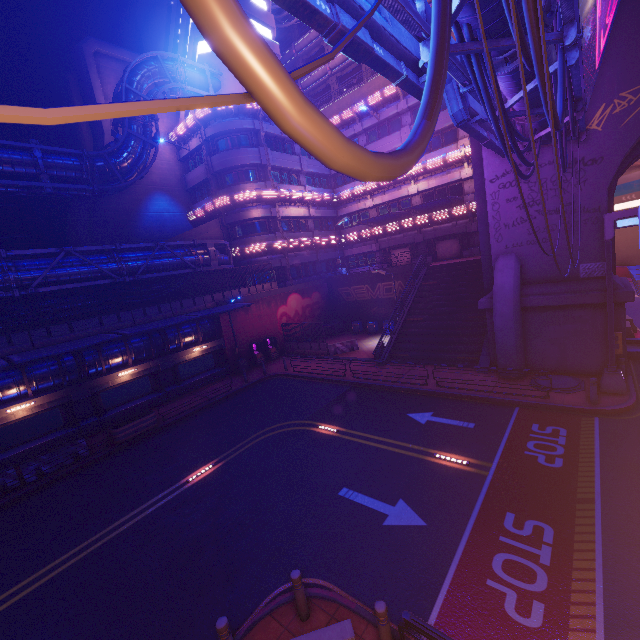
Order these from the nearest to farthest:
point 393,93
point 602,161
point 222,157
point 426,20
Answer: point 426,20 < point 602,161 < point 222,157 < point 393,93

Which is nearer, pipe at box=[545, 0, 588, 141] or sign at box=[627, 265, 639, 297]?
sign at box=[627, 265, 639, 297]

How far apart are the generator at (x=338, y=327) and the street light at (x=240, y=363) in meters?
9.5 m

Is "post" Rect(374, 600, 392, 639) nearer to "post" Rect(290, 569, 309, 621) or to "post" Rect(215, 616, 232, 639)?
"post" Rect(290, 569, 309, 621)

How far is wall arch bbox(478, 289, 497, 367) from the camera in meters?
17.1 m

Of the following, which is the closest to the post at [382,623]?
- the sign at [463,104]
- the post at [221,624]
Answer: the post at [221,624]

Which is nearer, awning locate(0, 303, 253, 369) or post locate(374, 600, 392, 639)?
post locate(374, 600, 392, 639)

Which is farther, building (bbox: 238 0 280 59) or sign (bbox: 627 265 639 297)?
building (bbox: 238 0 280 59)
